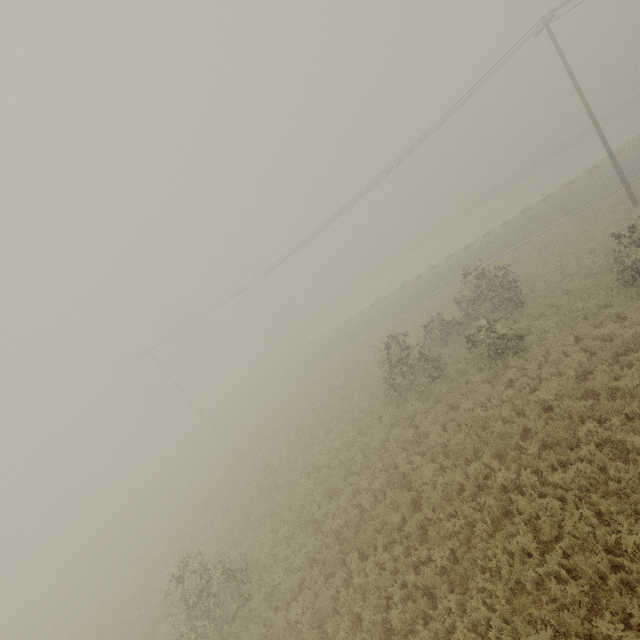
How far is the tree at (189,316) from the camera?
55.66m

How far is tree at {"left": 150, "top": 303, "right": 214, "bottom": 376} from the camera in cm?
5566

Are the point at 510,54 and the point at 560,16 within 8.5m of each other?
yes
